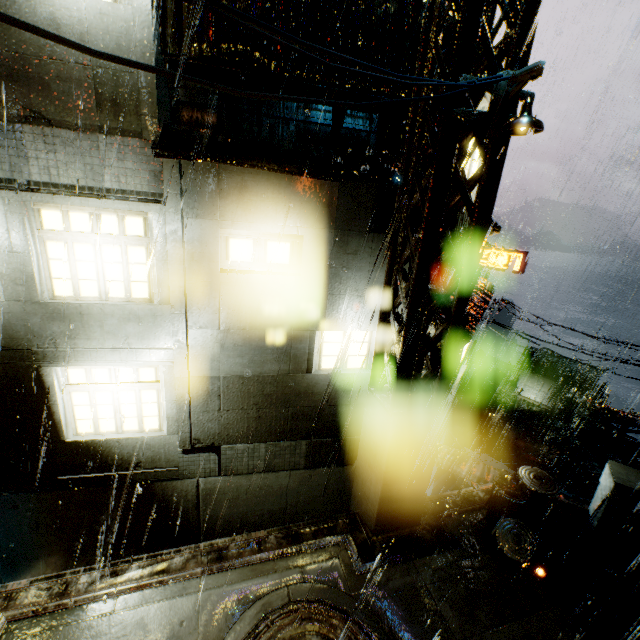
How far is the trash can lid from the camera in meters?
6.6

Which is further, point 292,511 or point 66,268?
point 292,511

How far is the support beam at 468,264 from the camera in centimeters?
479cm

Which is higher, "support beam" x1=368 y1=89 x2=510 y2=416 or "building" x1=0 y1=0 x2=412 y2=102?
"building" x1=0 y1=0 x2=412 y2=102

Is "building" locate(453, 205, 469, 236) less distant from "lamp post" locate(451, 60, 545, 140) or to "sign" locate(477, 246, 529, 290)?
"sign" locate(477, 246, 529, 290)

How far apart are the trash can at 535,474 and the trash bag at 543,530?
0.0 meters

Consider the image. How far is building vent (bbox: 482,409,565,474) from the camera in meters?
26.2 m

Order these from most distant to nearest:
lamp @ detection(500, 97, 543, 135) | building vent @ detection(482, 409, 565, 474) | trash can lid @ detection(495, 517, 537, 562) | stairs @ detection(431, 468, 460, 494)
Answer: building vent @ detection(482, 409, 565, 474)
stairs @ detection(431, 468, 460, 494)
trash can lid @ detection(495, 517, 537, 562)
lamp @ detection(500, 97, 543, 135)
